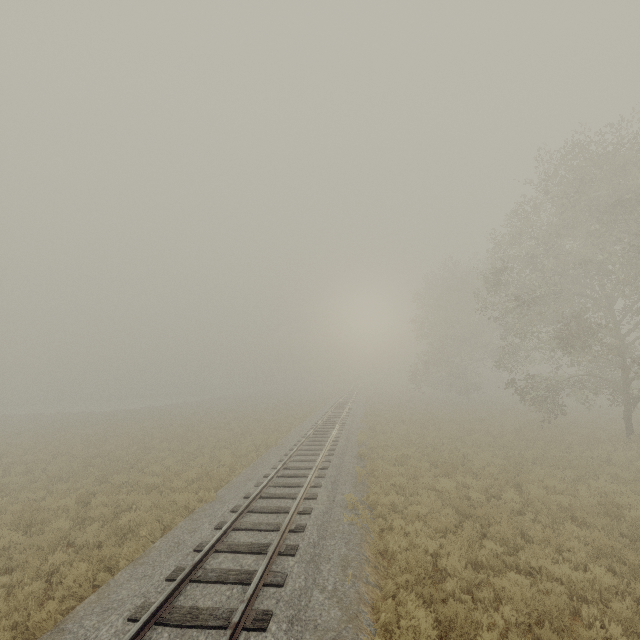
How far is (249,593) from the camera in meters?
5.8
